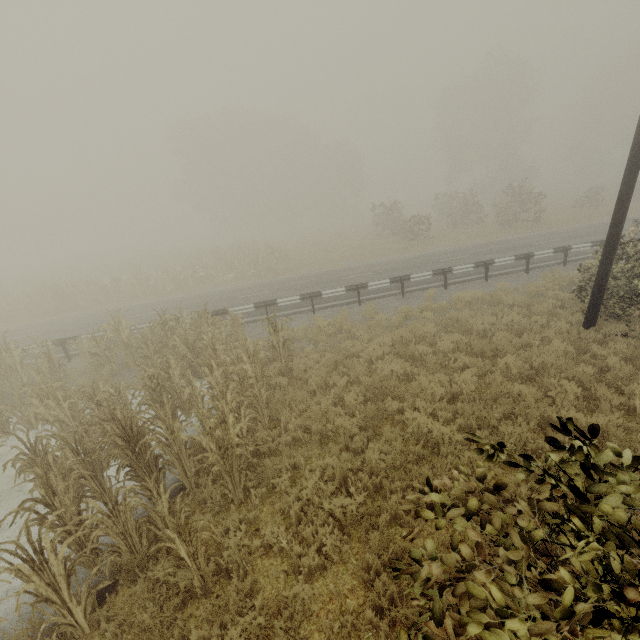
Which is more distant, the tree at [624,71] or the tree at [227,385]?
the tree at [624,71]

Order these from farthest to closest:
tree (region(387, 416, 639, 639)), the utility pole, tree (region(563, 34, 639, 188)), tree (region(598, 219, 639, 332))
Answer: tree (region(563, 34, 639, 188)) → tree (region(598, 219, 639, 332)) → the utility pole → tree (region(387, 416, 639, 639))

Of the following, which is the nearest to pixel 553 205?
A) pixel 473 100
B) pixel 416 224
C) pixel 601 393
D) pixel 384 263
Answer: pixel 473 100

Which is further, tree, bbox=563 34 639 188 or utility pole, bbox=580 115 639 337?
tree, bbox=563 34 639 188

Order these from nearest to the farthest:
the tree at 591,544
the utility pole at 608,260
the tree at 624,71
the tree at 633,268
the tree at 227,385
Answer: the tree at 591,544, the tree at 227,385, the utility pole at 608,260, the tree at 633,268, the tree at 624,71

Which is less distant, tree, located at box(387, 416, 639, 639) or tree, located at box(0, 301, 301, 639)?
tree, located at box(387, 416, 639, 639)

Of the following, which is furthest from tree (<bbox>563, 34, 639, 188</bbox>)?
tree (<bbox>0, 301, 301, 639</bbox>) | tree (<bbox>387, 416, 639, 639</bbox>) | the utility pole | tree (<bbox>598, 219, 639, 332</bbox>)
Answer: tree (<bbox>0, 301, 301, 639</bbox>)

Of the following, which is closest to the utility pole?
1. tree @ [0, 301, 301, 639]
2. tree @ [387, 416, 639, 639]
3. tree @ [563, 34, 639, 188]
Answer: tree @ [387, 416, 639, 639]
